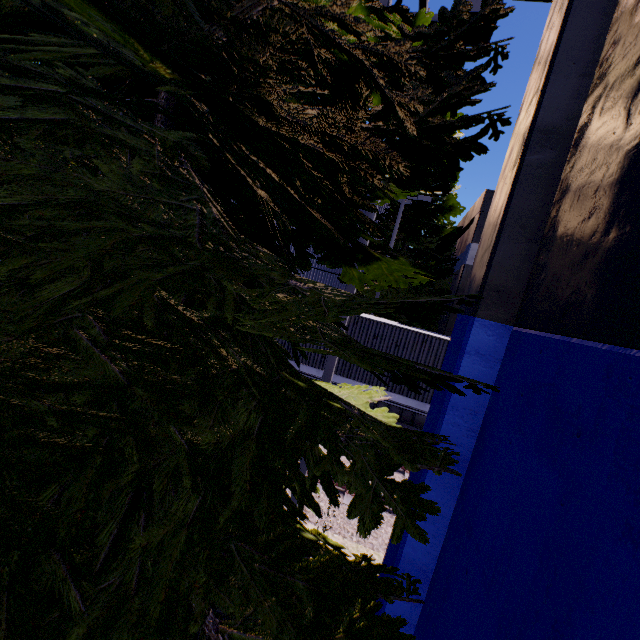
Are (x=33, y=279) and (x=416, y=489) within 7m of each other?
yes

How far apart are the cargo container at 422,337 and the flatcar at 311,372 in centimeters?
1cm

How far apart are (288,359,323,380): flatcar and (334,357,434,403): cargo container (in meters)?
0.01

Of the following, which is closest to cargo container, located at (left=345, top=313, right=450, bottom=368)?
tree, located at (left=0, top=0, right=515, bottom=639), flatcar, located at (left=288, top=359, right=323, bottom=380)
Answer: flatcar, located at (left=288, top=359, right=323, bottom=380)

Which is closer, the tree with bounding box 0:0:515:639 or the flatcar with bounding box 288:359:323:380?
the tree with bounding box 0:0:515:639

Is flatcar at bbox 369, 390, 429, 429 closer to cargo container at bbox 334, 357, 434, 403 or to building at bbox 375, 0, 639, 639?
cargo container at bbox 334, 357, 434, 403

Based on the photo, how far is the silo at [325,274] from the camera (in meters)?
18.98

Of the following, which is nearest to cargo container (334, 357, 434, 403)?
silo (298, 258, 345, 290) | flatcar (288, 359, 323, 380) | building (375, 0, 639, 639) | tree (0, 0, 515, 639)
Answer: flatcar (288, 359, 323, 380)
